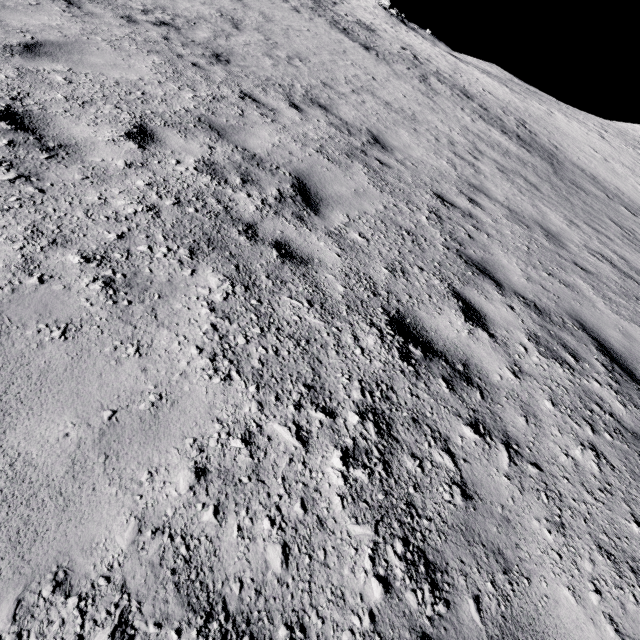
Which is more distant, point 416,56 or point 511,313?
point 416,56
